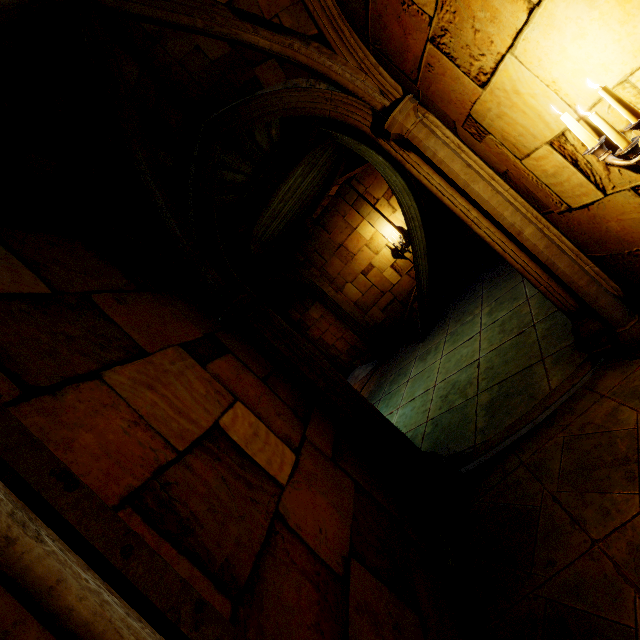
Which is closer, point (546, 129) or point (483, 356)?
point (546, 129)
